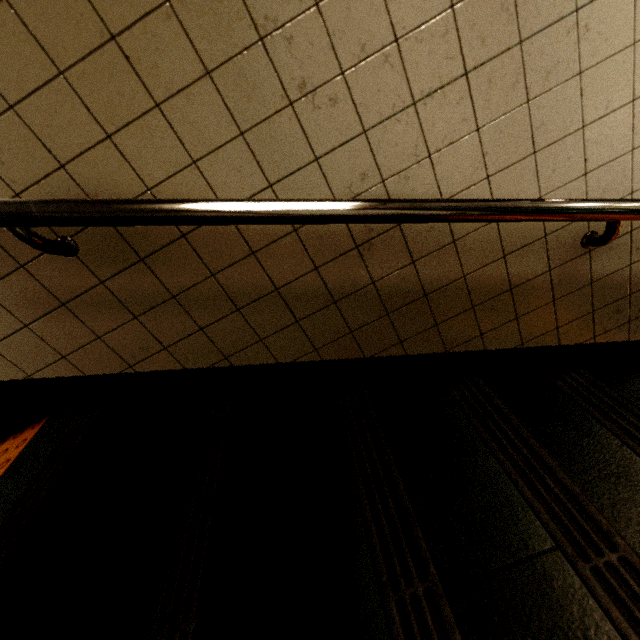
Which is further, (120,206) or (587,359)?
(587,359)
